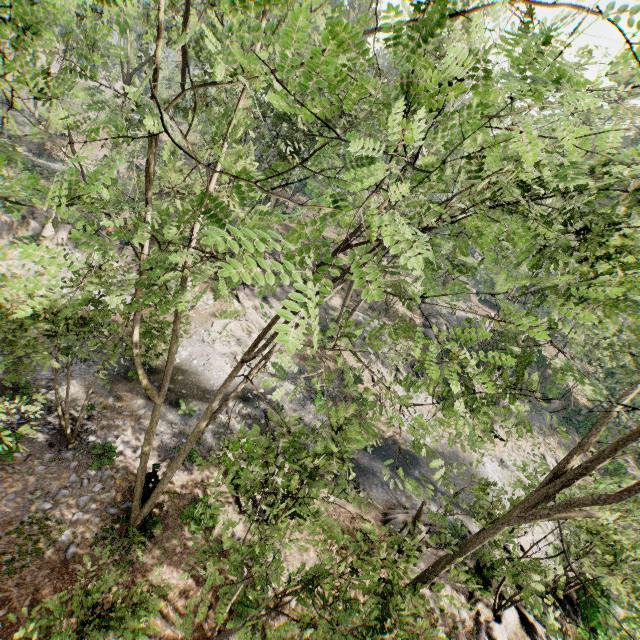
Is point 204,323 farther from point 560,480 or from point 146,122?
point 560,480

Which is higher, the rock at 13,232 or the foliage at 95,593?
the foliage at 95,593

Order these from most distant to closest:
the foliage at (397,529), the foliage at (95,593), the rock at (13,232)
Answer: the rock at (13,232) < the foliage at (95,593) < the foliage at (397,529)

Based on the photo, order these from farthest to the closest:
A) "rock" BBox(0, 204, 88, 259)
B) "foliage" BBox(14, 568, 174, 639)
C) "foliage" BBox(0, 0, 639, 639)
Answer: "rock" BBox(0, 204, 88, 259) < "foliage" BBox(14, 568, 174, 639) < "foliage" BBox(0, 0, 639, 639)

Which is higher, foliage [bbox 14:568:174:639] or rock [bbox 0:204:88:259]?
foliage [bbox 14:568:174:639]

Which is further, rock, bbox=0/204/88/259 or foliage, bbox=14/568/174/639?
rock, bbox=0/204/88/259

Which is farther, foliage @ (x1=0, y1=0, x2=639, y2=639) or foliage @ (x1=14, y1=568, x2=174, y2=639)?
foliage @ (x1=14, y1=568, x2=174, y2=639)
